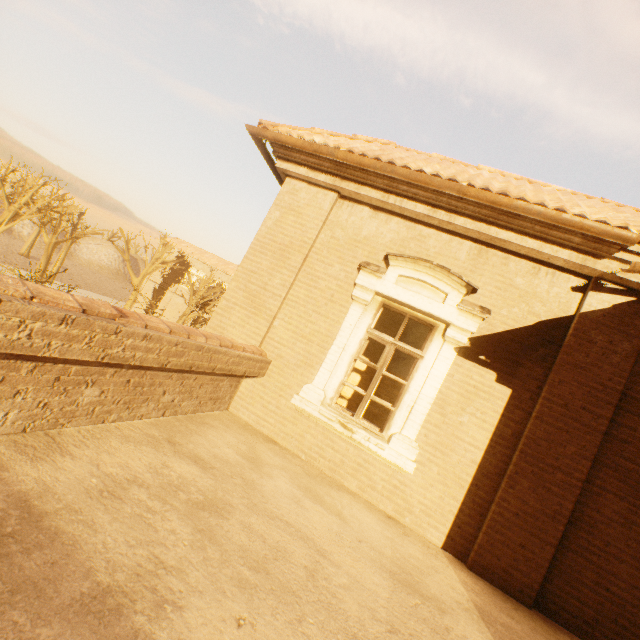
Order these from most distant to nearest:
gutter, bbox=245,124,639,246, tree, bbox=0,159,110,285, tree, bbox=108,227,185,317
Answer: tree, bbox=0,159,110,285 → tree, bbox=108,227,185,317 → gutter, bbox=245,124,639,246

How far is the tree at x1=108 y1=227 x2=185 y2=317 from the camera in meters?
14.1

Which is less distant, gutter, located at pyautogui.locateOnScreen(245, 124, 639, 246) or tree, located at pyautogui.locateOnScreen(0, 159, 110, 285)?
gutter, located at pyautogui.locateOnScreen(245, 124, 639, 246)

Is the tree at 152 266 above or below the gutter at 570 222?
below

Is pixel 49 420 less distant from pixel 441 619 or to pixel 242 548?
pixel 242 548

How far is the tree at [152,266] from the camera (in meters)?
14.10

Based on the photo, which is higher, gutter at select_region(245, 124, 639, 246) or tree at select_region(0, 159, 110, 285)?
gutter at select_region(245, 124, 639, 246)
